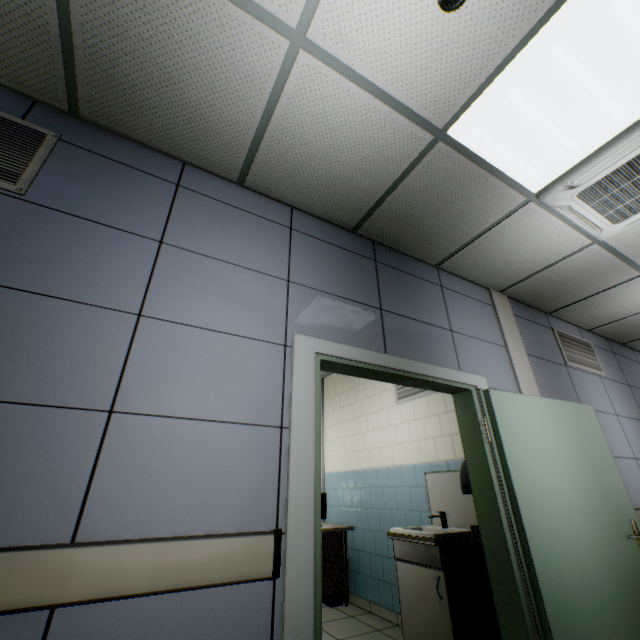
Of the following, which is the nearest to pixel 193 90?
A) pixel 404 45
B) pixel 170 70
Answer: pixel 170 70

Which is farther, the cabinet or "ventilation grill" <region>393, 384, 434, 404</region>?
"ventilation grill" <region>393, 384, 434, 404</region>

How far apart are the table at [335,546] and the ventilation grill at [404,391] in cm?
190

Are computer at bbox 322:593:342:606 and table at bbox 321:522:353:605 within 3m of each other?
yes

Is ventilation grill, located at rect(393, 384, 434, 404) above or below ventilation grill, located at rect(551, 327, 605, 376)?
below

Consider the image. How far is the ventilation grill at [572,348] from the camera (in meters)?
3.90

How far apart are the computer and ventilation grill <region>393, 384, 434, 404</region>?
2.61m

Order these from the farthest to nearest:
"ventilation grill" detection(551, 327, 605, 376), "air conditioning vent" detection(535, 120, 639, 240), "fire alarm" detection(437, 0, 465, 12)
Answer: "ventilation grill" detection(551, 327, 605, 376), "air conditioning vent" detection(535, 120, 639, 240), "fire alarm" detection(437, 0, 465, 12)
